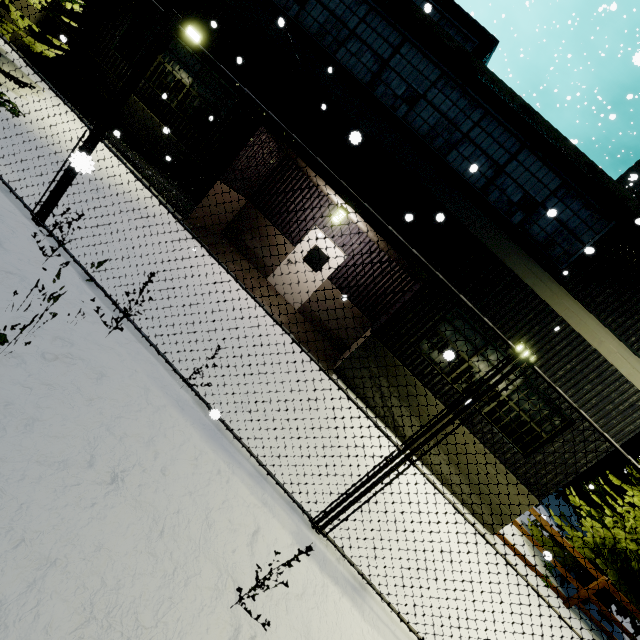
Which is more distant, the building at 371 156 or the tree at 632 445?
the tree at 632 445

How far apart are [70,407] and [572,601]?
12.5 meters

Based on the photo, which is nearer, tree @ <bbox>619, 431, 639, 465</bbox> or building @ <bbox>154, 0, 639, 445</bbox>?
building @ <bbox>154, 0, 639, 445</bbox>
